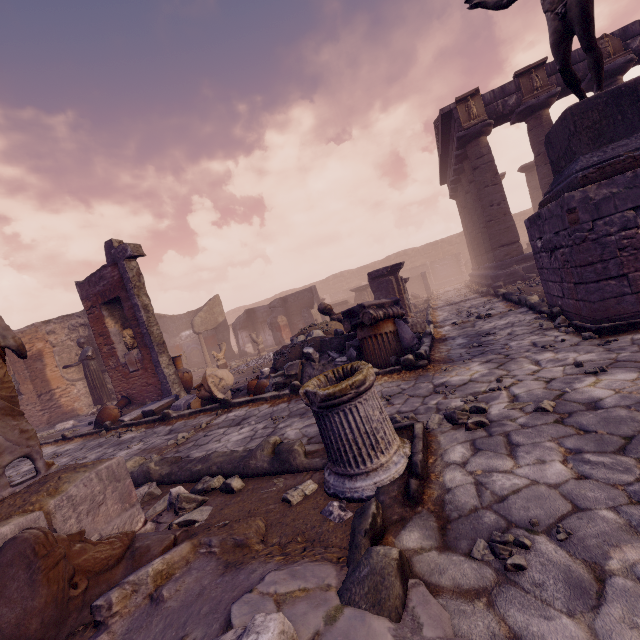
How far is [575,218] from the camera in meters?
4.5 m

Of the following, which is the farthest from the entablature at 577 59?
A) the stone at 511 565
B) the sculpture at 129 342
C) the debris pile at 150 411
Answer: the stone at 511 565

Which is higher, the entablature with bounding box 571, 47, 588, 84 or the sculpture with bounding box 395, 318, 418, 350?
the entablature with bounding box 571, 47, 588, 84

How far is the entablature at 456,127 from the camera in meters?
12.8

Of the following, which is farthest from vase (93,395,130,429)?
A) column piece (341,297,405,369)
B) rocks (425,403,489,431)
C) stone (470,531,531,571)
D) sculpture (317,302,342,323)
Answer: stone (470,531,531,571)

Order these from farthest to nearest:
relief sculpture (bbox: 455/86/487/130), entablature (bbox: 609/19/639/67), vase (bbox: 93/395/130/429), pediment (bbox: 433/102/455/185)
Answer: pediment (bbox: 433/102/455/185)
relief sculpture (bbox: 455/86/487/130)
entablature (bbox: 609/19/639/67)
vase (bbox: 93/395/130/429)

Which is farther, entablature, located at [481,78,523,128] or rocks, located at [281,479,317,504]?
entablature, located at [481,78,523,128]

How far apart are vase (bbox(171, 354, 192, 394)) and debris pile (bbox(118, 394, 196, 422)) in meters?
1.0 m
